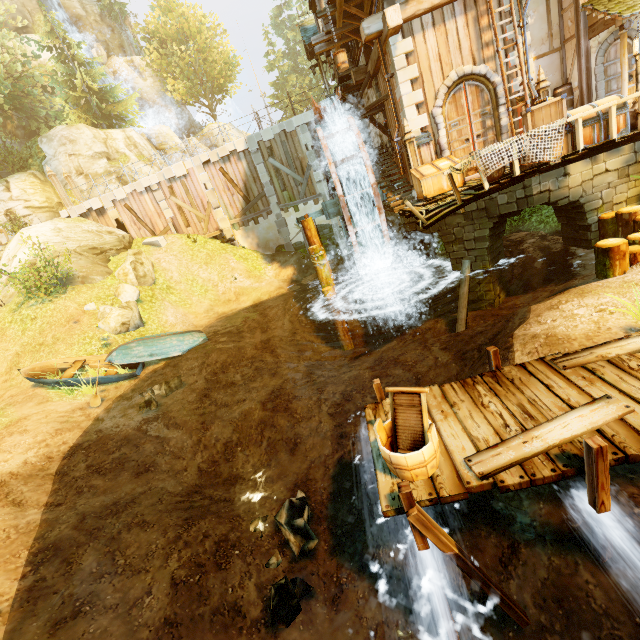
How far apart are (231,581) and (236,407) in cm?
563

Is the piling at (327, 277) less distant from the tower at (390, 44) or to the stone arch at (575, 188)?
the stone arch at (575, 188)

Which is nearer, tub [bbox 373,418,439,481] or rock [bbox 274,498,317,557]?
tub [bbox 373,418,439,481]

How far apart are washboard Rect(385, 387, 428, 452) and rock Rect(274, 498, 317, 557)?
3.31m

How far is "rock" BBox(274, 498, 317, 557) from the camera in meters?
5.9 m

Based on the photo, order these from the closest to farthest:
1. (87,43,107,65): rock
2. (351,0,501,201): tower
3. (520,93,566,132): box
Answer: (520,93,566,132): box
(351,0,501,201): tower
(87,43,107,65): rock

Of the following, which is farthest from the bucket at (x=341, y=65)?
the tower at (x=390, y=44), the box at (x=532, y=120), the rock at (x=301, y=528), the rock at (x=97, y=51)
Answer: the rock at (x=97, y=51)

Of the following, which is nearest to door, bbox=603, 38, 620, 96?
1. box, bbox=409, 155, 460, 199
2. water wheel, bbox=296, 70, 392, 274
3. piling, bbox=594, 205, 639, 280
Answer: piling, bbox=594, 205, 639, 280
